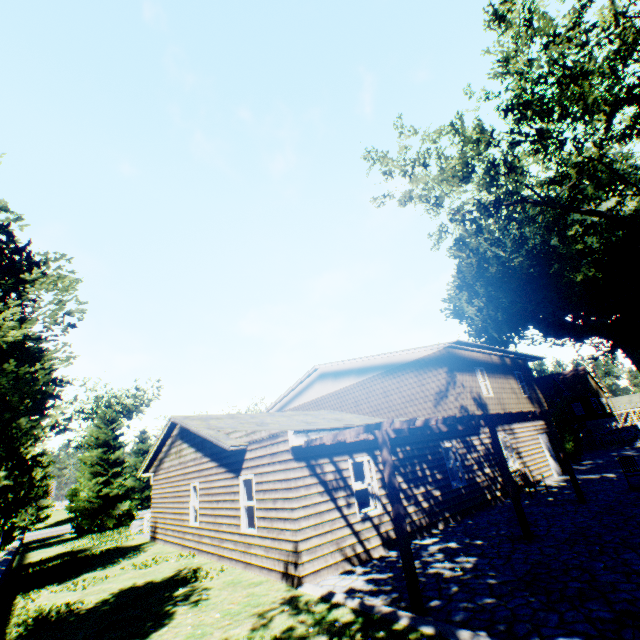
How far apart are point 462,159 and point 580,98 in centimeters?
591cm

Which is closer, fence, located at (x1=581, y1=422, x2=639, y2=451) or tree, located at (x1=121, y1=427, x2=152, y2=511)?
fence, located at (x1=581, y1=422, x2=639, y2=451)

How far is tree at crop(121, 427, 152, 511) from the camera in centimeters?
4338cm

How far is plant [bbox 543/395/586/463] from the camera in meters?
22.0

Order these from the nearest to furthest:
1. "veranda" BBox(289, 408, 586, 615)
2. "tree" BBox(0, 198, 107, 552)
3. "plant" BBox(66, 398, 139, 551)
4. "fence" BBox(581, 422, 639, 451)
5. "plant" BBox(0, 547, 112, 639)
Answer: "tree" BBox(0, 198, 107, 552)
"veranda" BBox(289, 408, 586, 615)
"plant" BBox(0, 547, 112, 639)
"plant" BBox(66, 398, 139, 551)
"fence" BBox(581, 422, 639, 451)

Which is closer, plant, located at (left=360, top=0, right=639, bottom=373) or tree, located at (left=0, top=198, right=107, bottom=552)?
tree, located at (left=0, top=198, right=107, bottom=552)

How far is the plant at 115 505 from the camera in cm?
2442

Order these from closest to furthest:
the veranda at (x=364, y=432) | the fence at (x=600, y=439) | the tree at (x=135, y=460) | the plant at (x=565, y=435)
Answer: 1. the veranda at (x=364, y=432)
2. the plant at (x=565, y=435)
3. the fence at (x=600, y=439)
4. the tree at (x=135, y=460)
